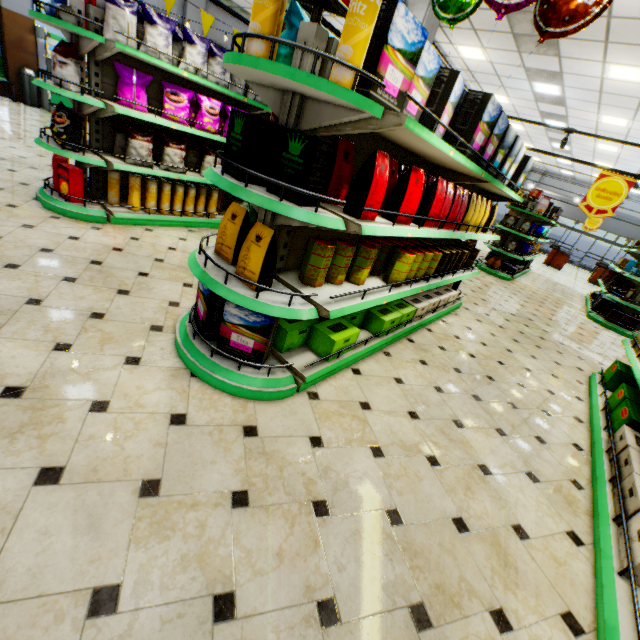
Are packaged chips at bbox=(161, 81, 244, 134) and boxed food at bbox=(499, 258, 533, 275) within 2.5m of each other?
no

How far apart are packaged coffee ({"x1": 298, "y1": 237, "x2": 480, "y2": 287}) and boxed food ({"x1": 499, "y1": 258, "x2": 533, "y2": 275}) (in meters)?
7.98

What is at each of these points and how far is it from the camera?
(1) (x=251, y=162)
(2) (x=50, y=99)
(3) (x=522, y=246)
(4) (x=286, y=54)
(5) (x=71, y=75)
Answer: (1) packaged coffee, 1.87m
(2) refrigerated case, 9.72m
(3) decorative cookie box, 9.55m
(4) packaged chips, 2.02m
(5) packaged chips, 3.44m

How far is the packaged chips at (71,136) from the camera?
3.55m

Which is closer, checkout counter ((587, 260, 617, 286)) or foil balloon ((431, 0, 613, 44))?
foil balloon ((431, 0, 613, 44))

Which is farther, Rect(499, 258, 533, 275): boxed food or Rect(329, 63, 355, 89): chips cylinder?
Rect(499, 258, 533, 275): boxed food

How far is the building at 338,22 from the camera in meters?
9.4

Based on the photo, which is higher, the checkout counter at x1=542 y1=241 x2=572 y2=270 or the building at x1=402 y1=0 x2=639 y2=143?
the building at x1=402 y1=0 x2=639 y2=143
